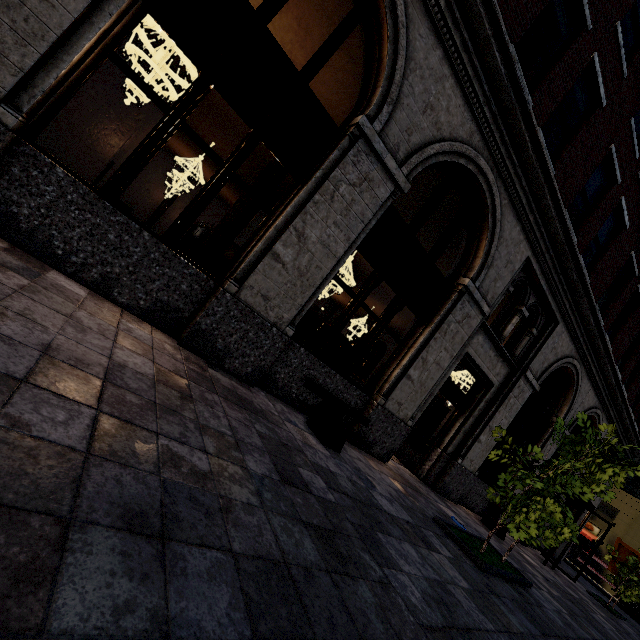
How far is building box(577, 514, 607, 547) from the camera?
24.06m

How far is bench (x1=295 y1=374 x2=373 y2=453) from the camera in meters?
5.1

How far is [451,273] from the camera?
7.3m

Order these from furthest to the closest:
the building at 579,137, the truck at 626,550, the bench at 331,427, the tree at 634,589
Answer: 1. the truck at 626,550
2. the tree at 634,589
3. the bench at 331,427
4. the building at 579,137

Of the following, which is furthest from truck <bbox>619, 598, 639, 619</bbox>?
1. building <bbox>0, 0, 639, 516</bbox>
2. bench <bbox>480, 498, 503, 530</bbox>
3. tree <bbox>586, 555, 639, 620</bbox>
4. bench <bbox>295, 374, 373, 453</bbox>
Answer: bench <bbox>295, 374, 373, 453</bbox>

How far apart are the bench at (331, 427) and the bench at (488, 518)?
6.20m

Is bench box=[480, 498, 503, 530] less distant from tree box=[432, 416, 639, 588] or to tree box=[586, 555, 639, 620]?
tree box=[432, 416, 639, 588]

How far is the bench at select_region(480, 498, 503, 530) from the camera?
9.4 meters
